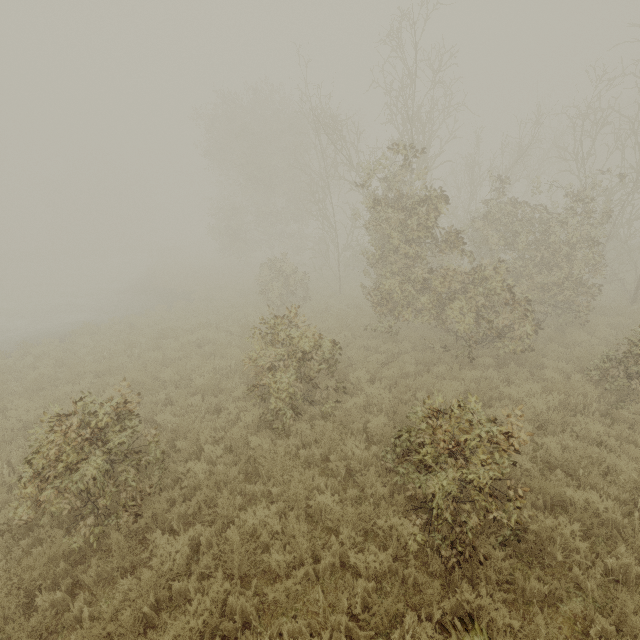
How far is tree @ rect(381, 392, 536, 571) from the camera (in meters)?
4.16

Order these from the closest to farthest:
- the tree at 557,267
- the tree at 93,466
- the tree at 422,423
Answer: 1. the tree at 422,423
2. the tree at 93,466
3. the tree at 557,267

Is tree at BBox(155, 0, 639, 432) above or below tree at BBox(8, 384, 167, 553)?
above

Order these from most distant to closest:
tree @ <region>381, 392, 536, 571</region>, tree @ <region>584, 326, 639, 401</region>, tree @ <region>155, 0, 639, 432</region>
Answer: tree @ <region>155, 0, 639, 432</region> → tree @ <region>584, 326, 639, 401</region> → tree @ <region>381, 392, 536, 571</region>

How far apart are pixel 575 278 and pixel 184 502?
13.61m

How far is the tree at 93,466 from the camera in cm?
475

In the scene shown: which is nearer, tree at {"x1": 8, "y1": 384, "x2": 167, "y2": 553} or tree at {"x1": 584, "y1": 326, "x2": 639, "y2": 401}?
tree at {"x1": 8, "y1": 384, "x2": 167, "y2": 553}
